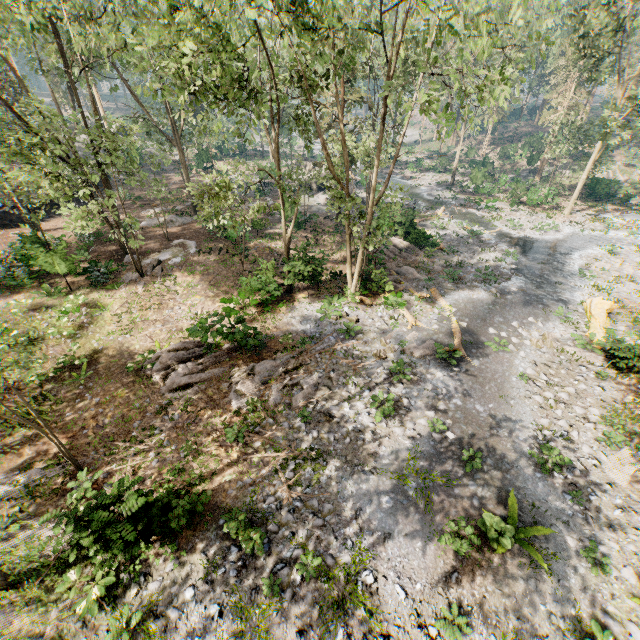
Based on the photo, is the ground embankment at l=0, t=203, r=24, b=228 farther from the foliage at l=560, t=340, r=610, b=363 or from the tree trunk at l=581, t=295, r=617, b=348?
the tree trunk at l=581, t=295, r=617, b=348

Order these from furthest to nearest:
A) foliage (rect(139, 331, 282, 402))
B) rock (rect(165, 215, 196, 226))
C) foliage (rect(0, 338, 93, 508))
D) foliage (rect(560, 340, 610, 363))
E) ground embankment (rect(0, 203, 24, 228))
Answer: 1. rock (rect(165, 215, 196, 226))
2. ground embankment (rect(0, 203, 24, 228))
3. foliage (rect(560, 340, 610, 363))
4. foliage (rect(139, 331, 282, 402))
5. foliage (rect(0, 338, 93, 508))

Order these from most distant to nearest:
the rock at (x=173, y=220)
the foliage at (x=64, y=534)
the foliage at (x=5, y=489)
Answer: the rock at (x=173, y=220)
the foliage at (x=5, y=489)
the foliage at (x=64, y=534)

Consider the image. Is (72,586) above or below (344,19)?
below

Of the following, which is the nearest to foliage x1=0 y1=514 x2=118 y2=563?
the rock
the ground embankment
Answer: the rock

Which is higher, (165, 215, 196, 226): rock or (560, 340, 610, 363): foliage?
(165, 215, 196, 226): rock

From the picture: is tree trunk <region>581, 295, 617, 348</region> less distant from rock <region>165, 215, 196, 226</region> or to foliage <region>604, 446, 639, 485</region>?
foliage <region>604, 446, 639, 485</region>

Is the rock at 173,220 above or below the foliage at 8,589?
above
